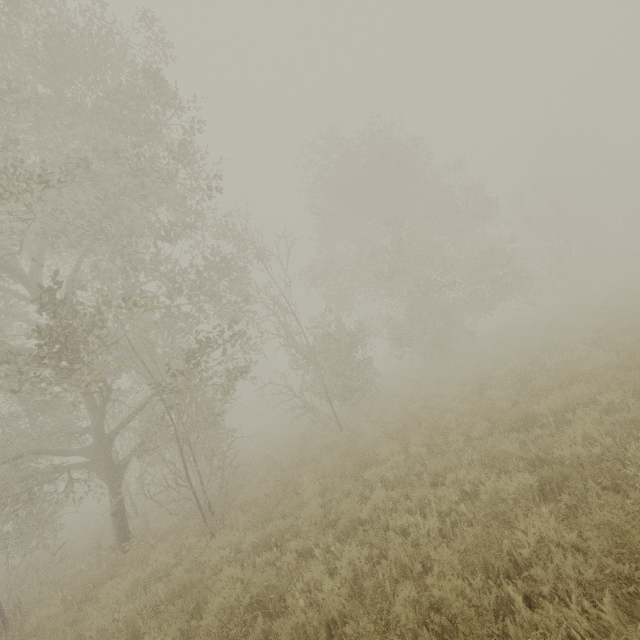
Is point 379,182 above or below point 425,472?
above
